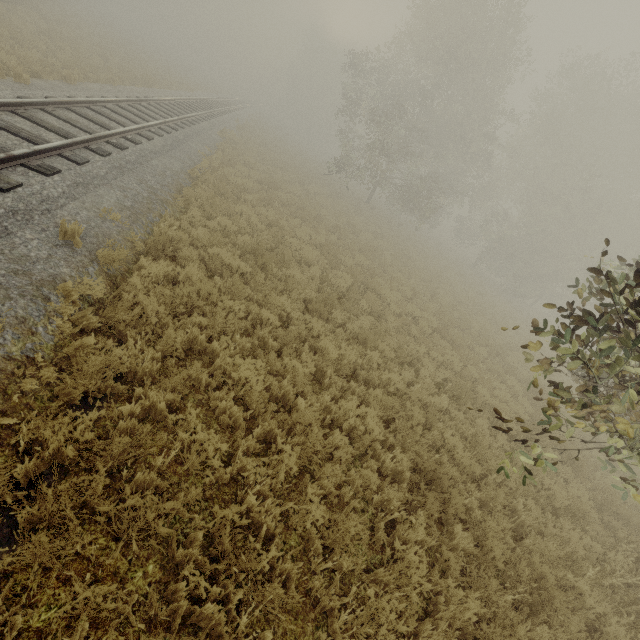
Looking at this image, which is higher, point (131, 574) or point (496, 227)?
point (496, 227)

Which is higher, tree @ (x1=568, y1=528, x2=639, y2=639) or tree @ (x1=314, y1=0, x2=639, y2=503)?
tree @ (x1=314, y1=0, x2=639, y2=503)

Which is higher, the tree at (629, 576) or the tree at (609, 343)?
the tree at (609, 343)
